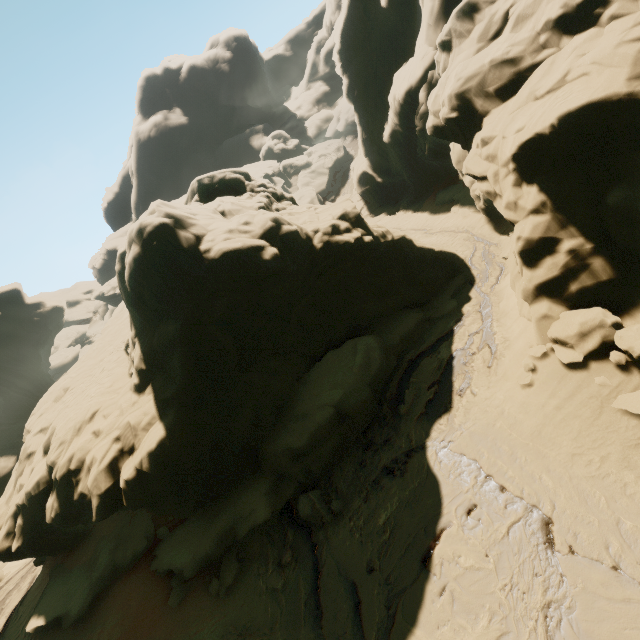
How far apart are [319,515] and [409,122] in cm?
3076

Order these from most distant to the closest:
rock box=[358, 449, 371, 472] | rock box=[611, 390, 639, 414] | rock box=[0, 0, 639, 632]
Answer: rock box=[358, 449, 371, 472] < rock box=[0, 0, 639, 632] < rock box=[611, 390, 639, 414]

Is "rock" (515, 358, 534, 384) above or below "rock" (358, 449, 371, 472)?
above

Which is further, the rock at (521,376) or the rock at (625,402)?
the rock at (521,376)

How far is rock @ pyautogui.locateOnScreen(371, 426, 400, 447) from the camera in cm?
1202

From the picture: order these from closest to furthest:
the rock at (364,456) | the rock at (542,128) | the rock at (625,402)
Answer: the rock at (625,402) < the rock at (542,128) < the rock at (364,456)
